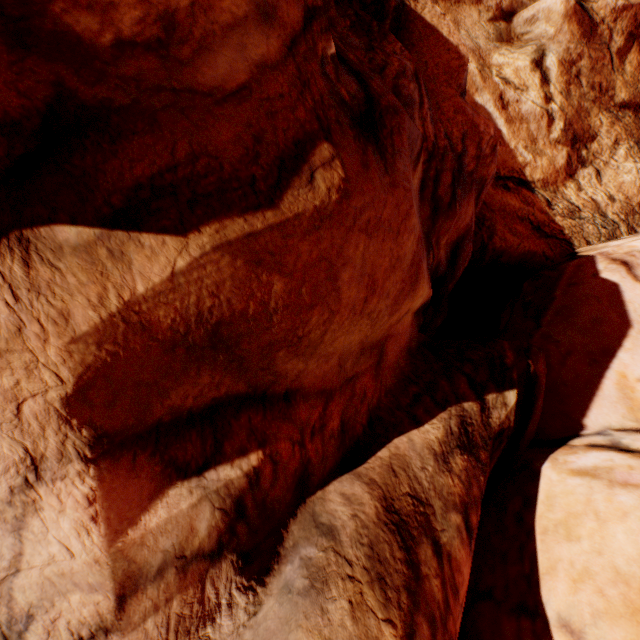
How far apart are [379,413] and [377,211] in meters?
2.1
